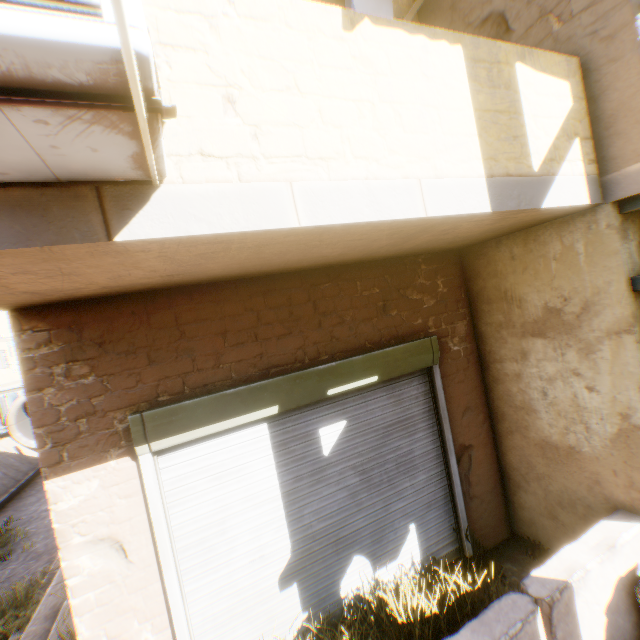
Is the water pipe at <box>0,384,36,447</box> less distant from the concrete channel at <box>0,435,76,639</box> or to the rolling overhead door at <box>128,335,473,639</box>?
the concrete channel at <box>0,435,76,639</box>

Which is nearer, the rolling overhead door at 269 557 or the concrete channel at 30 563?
the rolling overhead door at 269 557

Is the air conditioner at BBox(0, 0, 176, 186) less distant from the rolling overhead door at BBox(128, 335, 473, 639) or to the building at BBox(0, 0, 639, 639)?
the building at BBox(0, 0, 639, 639)

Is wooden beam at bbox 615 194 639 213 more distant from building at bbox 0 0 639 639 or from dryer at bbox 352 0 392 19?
dryer at bbox 352 0 392 19

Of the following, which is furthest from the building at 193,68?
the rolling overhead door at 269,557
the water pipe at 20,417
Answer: the water pipe at 20,417

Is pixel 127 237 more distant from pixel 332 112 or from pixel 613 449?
pixel 613 449

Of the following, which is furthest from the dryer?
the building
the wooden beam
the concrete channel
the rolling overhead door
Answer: the concrete channel

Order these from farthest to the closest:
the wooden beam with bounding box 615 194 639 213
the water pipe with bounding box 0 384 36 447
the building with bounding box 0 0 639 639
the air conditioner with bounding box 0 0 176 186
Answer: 1. the water pipe with bounding box 0 384 36 447
2. the wooden beam with bounding box 615 194 639 213
3. the building with bounding box 0 0 639 639
4. the air conditioner with bounding box 0 0 176 186
